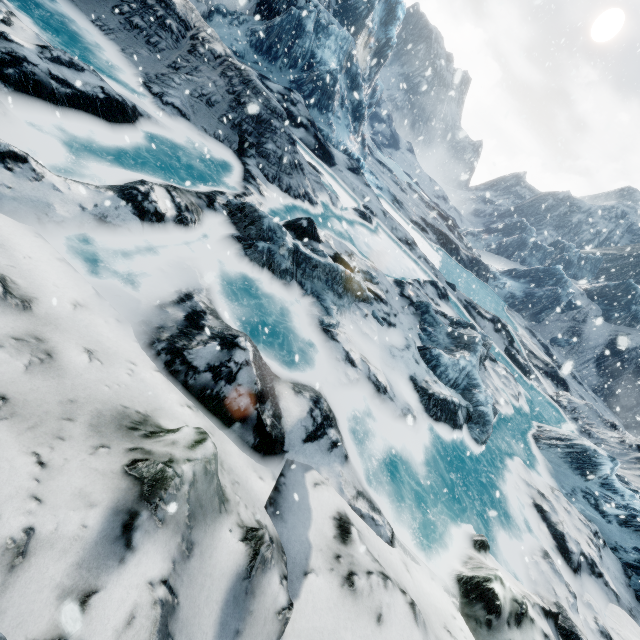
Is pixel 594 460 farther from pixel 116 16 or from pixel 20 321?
pixel 116 16
